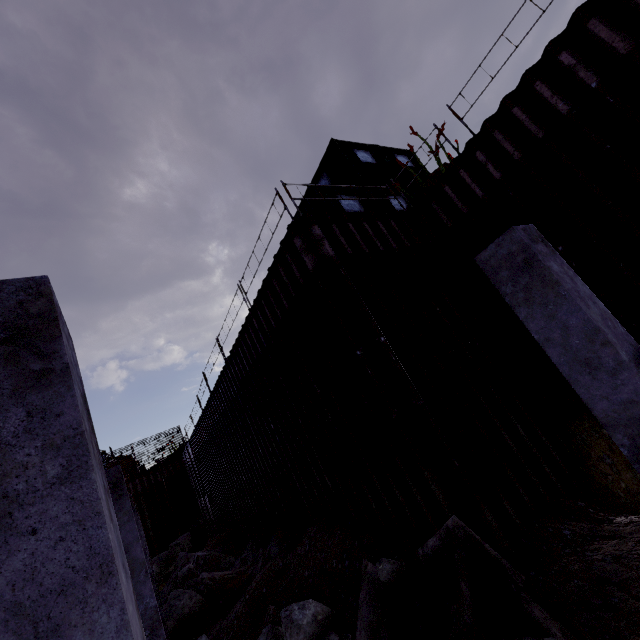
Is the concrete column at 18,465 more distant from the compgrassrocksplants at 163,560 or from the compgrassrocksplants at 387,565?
the compgrassrocksplants at 163,560

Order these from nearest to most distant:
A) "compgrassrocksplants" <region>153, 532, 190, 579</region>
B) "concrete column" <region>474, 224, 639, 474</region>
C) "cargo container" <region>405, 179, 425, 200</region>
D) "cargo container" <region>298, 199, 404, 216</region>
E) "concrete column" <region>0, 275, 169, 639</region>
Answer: "concrete column" <region>0, 275, 169, 639</region> < "concrete column" <region>474, 224, 639, 474</region> < "cargo container" <region>298, 199, 404, 216</region> < "cargo container" <region>405, 179, 425, 200</region> < "compgrassrocksplants" <region>153, 532, 190, 579</region>

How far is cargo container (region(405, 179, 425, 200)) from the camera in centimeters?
1284cm

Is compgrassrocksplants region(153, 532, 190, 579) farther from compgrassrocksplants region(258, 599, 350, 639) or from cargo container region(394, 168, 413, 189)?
compgrassrocksplants region(258, 599, 350, 639)

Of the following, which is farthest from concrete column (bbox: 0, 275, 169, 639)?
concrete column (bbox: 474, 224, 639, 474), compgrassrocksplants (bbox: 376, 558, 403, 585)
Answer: concrete column (bbox: 474, 224, 639, 474)

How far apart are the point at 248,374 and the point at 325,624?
7.09m

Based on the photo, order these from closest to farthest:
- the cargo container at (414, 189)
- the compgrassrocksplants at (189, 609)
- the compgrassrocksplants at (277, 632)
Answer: the compgrassrocksplants at (277, 632) < the compgrassrocksplants at (189, 609) < the cargo container at (414, 189)

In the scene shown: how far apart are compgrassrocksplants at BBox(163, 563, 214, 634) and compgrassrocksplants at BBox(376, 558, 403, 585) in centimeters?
872cm
